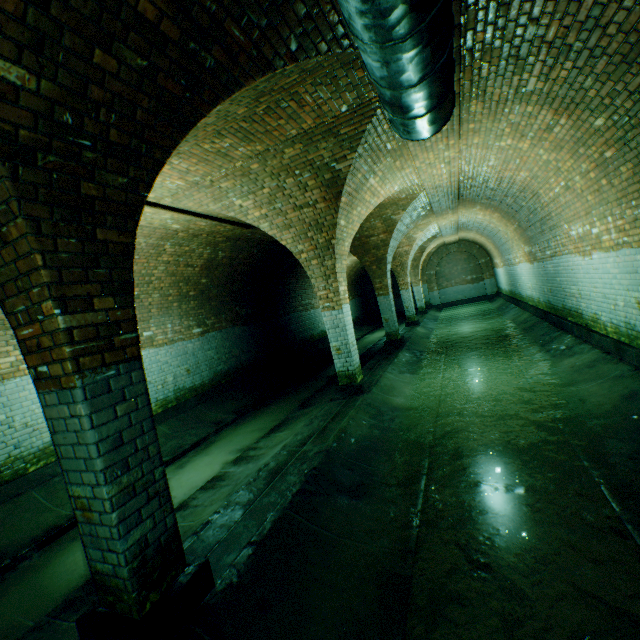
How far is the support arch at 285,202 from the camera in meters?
4.8 m

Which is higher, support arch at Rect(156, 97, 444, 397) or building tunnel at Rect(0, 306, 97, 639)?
support arch at Rect(156, 97, 444, 397)

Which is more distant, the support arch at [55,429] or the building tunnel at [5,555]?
the building tunnel at [5,555]

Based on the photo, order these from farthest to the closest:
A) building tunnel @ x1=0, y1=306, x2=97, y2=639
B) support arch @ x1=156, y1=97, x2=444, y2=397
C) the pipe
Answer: Result: support arch @ x1=156, y1=97, x2=444, y2=397 < building tunnel @ x1=0, y1=306, x2=97, y2=639 < the pipe

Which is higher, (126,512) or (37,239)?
(37,239)

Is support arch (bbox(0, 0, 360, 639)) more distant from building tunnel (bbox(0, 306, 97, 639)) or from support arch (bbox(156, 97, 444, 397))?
support arch (bbox(156, 97, 444, 397))

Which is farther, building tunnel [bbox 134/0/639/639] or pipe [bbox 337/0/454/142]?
building tunnel [bbox 134/0/639/639]

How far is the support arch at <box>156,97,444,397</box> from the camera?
4.82m
